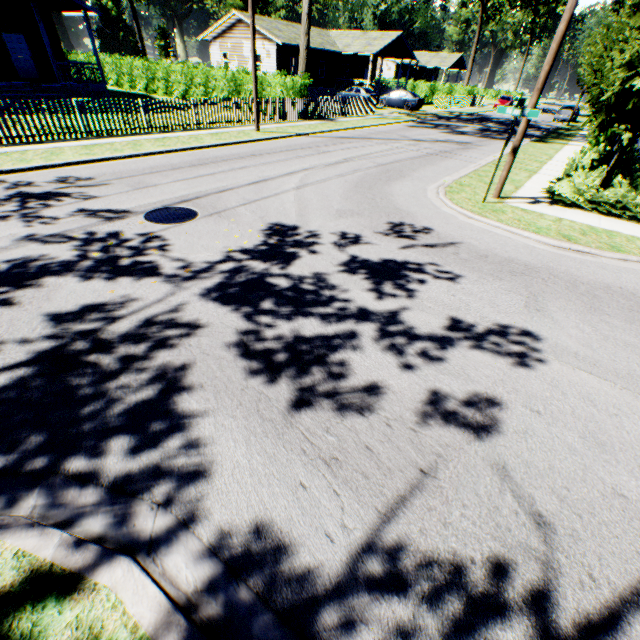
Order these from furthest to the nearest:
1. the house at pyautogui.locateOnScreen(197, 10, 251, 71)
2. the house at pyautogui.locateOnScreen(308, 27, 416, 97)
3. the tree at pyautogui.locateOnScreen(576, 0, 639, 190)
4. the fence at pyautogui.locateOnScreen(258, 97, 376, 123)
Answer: the house at pyautogui.locateOnScreen(308, 27, 416, 97) → the house at pyautogui.locateOnScreen(197, 10, 251, 71) → the fence at pyautogui.locateOnScreen(258, 97, 376, 123) → the tree at pyautogui.locateOnScreen(576, 0, 639, 190)

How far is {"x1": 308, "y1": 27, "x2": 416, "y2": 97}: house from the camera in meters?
35.9

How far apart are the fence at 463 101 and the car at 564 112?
10.91m

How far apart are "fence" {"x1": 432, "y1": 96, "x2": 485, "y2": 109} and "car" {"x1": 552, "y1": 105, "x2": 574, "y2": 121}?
10.9 meters

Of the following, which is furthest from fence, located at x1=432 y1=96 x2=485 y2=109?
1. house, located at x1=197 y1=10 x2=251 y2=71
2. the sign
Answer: the sign

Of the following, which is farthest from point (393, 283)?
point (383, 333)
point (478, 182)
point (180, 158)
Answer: point (180, 158)

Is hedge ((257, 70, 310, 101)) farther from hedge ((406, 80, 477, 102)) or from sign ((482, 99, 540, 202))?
hedge ((406, 80, 477, 102))

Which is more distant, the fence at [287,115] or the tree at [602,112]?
the fence at [287,115]
